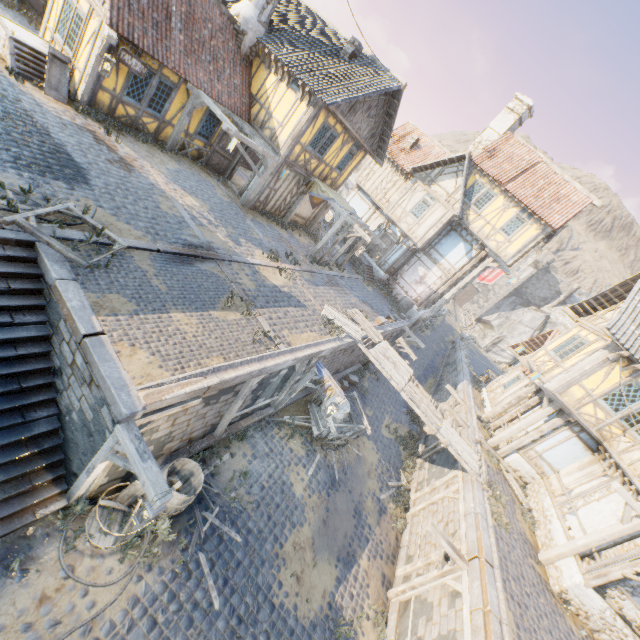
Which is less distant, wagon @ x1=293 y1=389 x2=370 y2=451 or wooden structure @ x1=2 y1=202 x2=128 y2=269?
wooden structure @ x1=2 y1=202 x2=128 y2=269

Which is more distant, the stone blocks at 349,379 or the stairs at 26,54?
the stone blocks at 349,379

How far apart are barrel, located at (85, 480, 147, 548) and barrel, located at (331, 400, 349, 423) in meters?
6.6

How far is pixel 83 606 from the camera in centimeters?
577cm

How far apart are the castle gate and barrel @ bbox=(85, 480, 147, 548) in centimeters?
5507cm

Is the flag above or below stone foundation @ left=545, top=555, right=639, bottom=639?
above

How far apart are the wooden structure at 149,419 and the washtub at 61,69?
11.44m

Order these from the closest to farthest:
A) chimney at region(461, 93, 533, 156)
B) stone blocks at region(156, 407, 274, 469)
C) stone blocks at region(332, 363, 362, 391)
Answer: stone blocks at region(156, 407, 274, 469) < stone blocks at region(332, 363, 362, 391) < chimney at region(461, 93, 533, 156)
